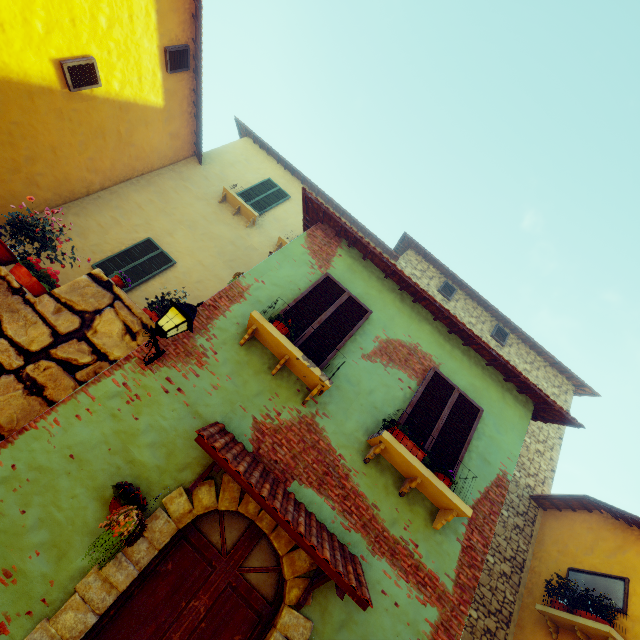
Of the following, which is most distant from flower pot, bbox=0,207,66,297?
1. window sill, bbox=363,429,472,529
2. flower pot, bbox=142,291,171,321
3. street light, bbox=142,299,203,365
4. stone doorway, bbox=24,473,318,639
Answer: window sill, bbox=363,429,472,529

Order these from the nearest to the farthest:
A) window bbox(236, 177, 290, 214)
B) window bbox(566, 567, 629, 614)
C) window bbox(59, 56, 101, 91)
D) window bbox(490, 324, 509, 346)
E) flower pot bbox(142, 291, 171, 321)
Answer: flower pot bbox(142, 291, 171, 321), window bbox(566, 567, 629, 614), window bbox(59, 56, 101, 91), window bbox(236, 177, 290, 214), window bbox(490, 324, 509, 346)

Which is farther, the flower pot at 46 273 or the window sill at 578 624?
the window sill at 578 624

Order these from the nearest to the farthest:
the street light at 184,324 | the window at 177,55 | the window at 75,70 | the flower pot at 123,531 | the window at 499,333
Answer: the flower pot at 123,531
the street light at 184,324
the window at 75,70
the window at 177,55
the window at 499,333

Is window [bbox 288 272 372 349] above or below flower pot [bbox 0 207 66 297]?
above

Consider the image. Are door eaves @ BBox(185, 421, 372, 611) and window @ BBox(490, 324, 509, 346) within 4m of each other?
no

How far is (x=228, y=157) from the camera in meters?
11.8

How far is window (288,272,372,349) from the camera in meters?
5.3
